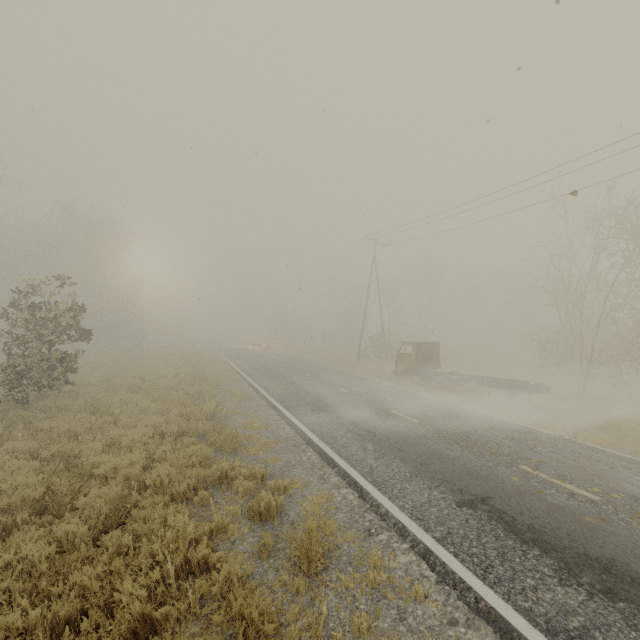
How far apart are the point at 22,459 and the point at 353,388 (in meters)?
12.23

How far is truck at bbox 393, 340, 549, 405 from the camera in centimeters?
1550cm

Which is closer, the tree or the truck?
the truck

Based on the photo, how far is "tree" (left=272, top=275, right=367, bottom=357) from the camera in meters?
39.8 m

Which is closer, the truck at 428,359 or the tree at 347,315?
the truck at 428,359

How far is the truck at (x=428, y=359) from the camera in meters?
15.5
